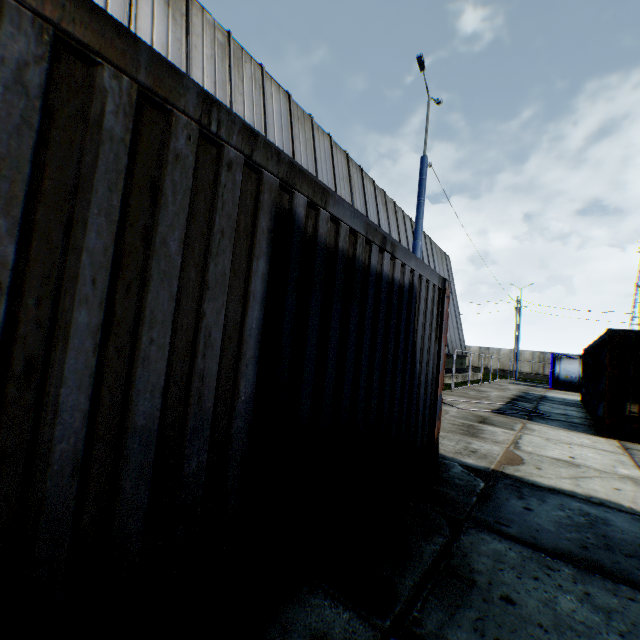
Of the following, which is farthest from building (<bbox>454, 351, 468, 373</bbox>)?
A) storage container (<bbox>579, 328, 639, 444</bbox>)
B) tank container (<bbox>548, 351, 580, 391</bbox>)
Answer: storage container (<bbox>579, 328, 639, 444</bbox>)

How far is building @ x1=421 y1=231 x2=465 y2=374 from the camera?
24.5 meters

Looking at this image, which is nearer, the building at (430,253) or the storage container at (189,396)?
the storage container at (189,396)

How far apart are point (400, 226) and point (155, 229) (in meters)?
21.10

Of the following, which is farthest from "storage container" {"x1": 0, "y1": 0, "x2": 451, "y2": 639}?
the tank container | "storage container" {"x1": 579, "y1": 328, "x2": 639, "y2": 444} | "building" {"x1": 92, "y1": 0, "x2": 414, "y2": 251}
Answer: the tank container

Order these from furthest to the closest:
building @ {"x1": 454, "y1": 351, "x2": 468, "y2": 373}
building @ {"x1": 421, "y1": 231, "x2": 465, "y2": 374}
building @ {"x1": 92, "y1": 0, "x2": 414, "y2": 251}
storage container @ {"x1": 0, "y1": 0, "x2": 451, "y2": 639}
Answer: building @ {"x1": 454, "y1": 351, "x2": 468, "y2": 373} < building @ {"x1": 421, "y1": 231, "x2": 465, "y2": 374} < building @ {"x1": 92, "y1": 0, "x2": 414, "y2": 251} < storage container @ {"x1": 0, "y1": 0, "x2": 451, "y2": 639}

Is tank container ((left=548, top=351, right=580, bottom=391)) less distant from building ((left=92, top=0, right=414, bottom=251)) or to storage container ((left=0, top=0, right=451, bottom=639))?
building ((left=92, top=0, right=414, bottom=251))
